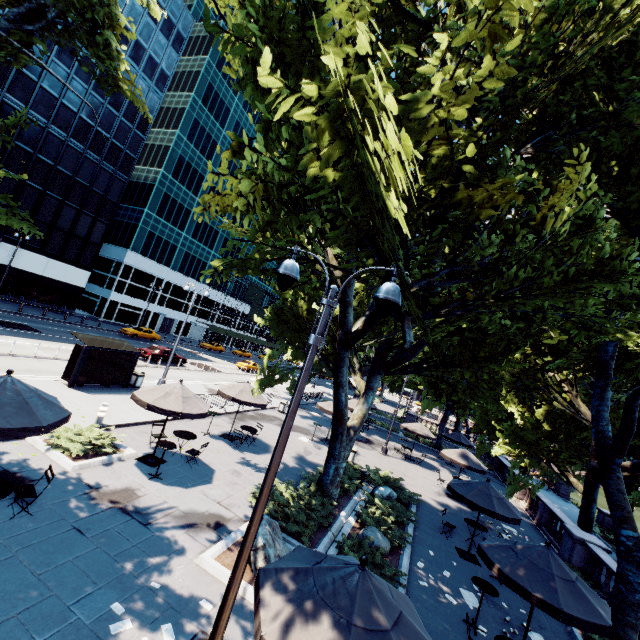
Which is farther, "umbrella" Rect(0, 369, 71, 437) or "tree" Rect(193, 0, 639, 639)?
"umbrella" Rect(0, 369, 71, 437)

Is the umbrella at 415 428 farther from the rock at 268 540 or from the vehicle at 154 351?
the vehicle at 154 351

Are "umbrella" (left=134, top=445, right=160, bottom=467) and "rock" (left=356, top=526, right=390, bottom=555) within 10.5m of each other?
yes

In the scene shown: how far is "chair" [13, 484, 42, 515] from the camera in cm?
735

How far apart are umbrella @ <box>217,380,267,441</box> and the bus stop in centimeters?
566cm

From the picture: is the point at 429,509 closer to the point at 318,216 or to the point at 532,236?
the point at 532,236

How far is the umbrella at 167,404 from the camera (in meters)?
10.91

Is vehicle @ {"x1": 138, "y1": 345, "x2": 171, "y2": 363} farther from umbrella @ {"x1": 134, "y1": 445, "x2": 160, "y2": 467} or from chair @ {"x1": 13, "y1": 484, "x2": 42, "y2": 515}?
chair @ {"x1": 13, "y1": 484, "x2": 42, "y2": 515}
